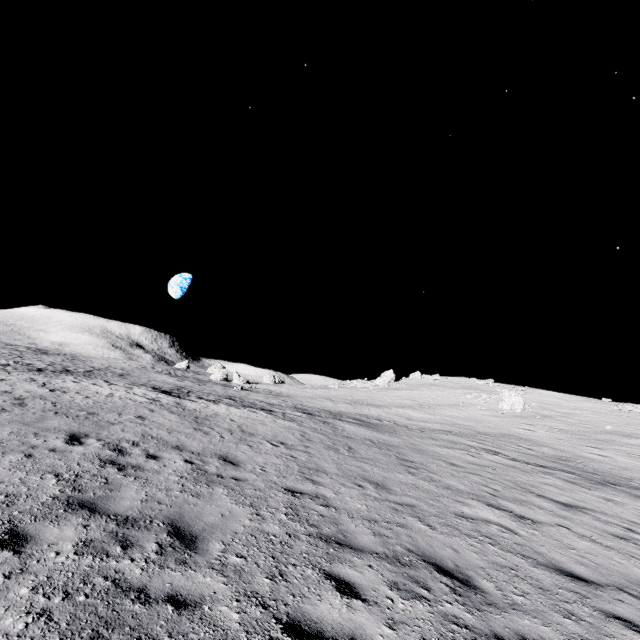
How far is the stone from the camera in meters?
36.4 m

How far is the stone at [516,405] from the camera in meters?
36.4 m

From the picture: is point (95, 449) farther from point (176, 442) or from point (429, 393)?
point (429, 393)
